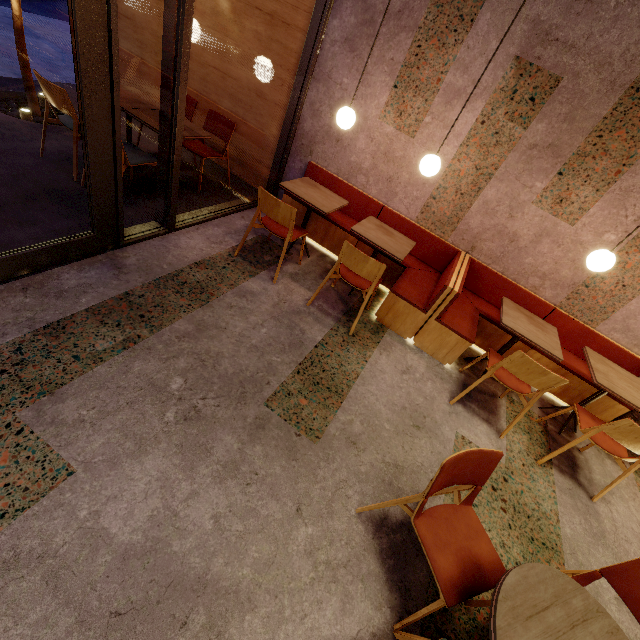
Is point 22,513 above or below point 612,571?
below

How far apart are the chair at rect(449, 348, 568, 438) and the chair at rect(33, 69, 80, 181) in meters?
4.6 m

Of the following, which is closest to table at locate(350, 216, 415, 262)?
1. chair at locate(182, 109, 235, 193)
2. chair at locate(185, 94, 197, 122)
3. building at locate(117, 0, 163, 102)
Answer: building at locate(117, 0, 163, 102)

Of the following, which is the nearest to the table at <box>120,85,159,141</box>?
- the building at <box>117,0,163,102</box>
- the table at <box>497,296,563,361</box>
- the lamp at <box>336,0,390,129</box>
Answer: the building at <box>117,0,163,102</box>

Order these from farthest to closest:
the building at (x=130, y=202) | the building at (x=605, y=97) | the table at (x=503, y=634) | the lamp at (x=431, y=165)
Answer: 1. the building at (x=130, y=202)
2. the building at (x=605, y=97)
3. the lamp at (x=431, y=165)
4. the table at (x=503, y=634)

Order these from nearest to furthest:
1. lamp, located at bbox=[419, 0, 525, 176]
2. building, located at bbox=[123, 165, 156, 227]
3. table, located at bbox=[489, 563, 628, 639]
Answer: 1. table, located at bbox=[489, 563, 628, 639]
2. lamp, located at bbox=[419, 0, 525, 176]
3. building, located at bbox=[123, 165, 156, 227]

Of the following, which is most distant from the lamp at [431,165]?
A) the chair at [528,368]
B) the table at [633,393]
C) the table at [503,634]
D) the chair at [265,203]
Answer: the table at [503,634]

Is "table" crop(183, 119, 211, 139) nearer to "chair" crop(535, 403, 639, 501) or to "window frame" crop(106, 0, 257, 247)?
"window frame" crop(106, 0, 257, 247)
